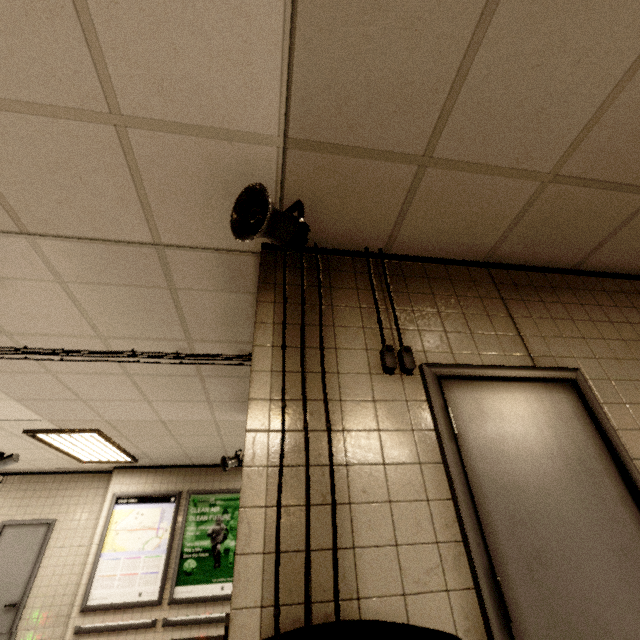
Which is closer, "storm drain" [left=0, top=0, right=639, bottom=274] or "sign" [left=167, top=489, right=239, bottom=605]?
"storm drain" [left=0, top=0, right=639, bottom=274]

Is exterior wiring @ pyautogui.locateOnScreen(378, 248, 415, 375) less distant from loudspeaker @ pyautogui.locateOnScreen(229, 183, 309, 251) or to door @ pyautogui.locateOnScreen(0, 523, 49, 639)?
loudspeaker @ pyautogui.locateOnScreen(229, 183, 309, 251)

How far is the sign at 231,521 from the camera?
5.8 meters

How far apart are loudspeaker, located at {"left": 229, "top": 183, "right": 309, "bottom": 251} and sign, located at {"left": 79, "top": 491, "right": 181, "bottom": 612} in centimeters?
672cm

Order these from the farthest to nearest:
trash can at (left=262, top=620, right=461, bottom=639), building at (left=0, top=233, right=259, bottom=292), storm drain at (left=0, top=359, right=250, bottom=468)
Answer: storm drain at (left=0, top=359, right=250, bottom=468) < building at (left=0, top=233, right=259, bottom=292) < trash can at (left=262, top=620, right=461, bottom=639)

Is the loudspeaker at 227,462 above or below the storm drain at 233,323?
below

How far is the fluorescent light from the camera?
4.7m

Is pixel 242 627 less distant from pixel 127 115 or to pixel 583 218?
pixel 127 115
